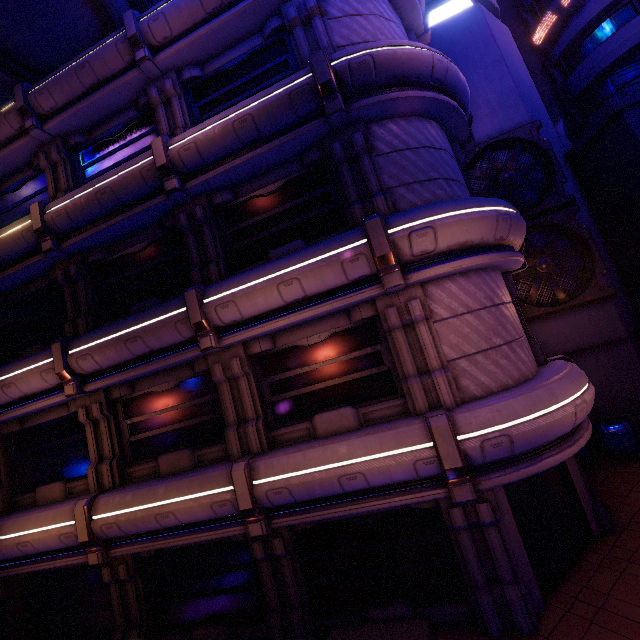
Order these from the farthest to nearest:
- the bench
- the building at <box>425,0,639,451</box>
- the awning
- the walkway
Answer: the walkway
the building at <box>425,0,639,451</box>
the awning
the bench

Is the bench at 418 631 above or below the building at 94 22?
below

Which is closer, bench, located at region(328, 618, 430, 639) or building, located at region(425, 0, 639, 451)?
bench, located at region(328, 618, 430, 639)

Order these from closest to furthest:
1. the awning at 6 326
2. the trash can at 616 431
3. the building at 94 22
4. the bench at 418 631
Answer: the bench at 418 631
the awning at 6 326
the building at 94 22
the trash can at 616 431

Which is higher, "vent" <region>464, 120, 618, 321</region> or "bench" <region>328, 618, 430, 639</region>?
"vent" <region>464, 120, 618, 321</region>

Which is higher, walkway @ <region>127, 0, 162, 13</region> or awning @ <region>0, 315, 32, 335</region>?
walkway @ <region>127, 0, 162, 13</region>

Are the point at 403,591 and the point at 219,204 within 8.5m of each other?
no

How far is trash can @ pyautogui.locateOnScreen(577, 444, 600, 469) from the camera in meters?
12.2 m
